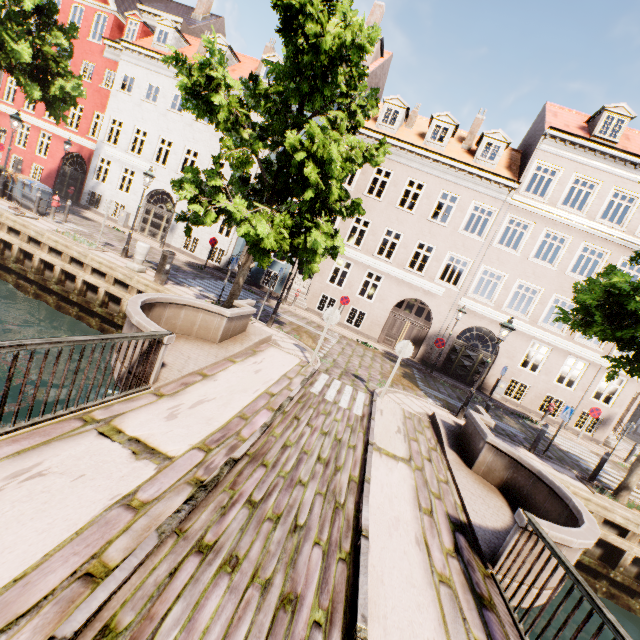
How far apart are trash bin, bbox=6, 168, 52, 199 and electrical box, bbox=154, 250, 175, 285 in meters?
8.7

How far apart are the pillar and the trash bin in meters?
7.1 m

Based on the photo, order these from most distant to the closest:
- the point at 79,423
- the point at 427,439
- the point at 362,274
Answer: the point at 362,274 → the point at 427,439 → the point at 79,423

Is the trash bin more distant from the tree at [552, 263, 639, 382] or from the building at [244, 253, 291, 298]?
the building at [244, 253, 291, 298]

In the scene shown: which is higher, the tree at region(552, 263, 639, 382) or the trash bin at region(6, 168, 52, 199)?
the tree at region(552, 263, 639, 382)

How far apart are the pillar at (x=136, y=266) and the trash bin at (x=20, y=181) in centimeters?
715cm

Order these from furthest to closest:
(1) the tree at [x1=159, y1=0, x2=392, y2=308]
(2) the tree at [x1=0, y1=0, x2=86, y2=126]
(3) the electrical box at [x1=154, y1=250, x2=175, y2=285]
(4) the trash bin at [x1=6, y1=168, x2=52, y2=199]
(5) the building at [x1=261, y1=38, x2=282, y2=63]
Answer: (5) the building at [x1=261, y1=38, x2=282, y2=63], (4) the trash bin at [x1=6, y1=168, x2=52, y2=199], (2) the tree at [x1=0, y1=0, x2=86, y2=126], (3) the electrical box at [x1=154, y1=250, x2=175, y2=285], (1) the tree at [x1=159, y1=0, x2=392, y2=308]

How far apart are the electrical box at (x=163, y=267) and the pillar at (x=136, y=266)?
1.0 meters
